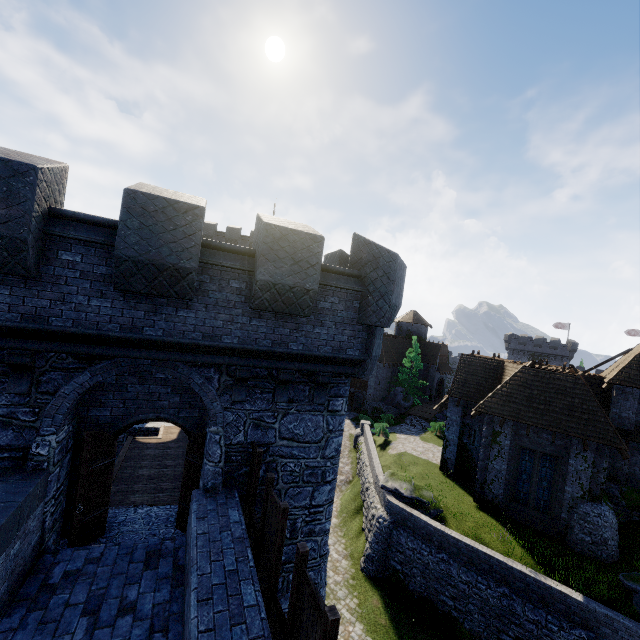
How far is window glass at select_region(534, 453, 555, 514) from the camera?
18.3 meters

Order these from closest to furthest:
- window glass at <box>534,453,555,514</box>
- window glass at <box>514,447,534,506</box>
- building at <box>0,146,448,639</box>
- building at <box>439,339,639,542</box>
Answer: building at <box>0,146,448,639</box> < building at <box>439,339,639,542</box> < window glass at <box>534,453,555,514</box> < window glass at <box>514,447,534,506</box>

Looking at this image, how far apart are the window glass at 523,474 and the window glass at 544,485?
0.2m

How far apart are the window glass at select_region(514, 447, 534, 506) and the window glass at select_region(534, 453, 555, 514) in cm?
22

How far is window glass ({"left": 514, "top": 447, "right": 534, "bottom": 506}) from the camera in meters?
18.9 m

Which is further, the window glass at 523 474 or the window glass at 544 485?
the window glass at 523 474

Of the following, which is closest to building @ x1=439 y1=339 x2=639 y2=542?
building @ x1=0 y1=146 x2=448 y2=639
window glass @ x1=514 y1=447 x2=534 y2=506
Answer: window glass @ x1=514 y1=447 x2=534 y2=506

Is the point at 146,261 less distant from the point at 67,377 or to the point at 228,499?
the point at 67,377
